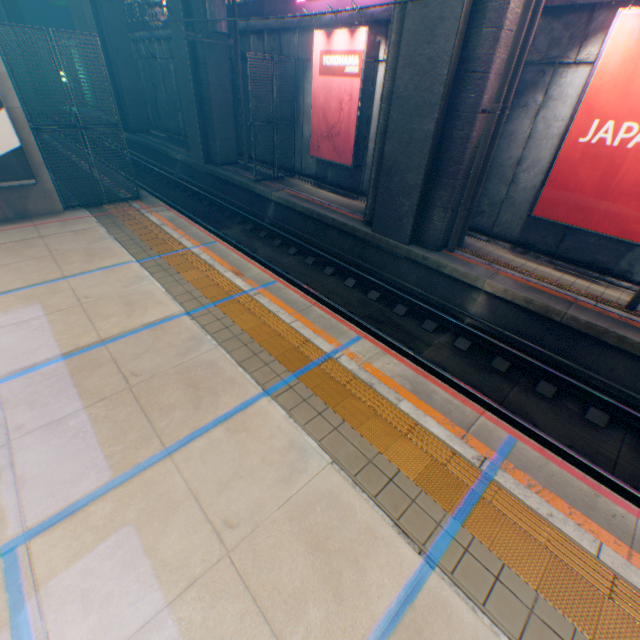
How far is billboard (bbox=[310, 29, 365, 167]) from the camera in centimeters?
1155cm

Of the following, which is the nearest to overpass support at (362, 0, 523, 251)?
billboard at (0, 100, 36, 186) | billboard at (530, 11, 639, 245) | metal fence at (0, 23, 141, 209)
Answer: metal fence at (0, 23, 141, 209)

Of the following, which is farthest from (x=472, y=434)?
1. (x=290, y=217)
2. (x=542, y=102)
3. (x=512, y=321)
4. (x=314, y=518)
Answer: (x=290, y=217)

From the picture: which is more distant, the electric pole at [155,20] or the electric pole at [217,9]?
the electric pole at [217,9]

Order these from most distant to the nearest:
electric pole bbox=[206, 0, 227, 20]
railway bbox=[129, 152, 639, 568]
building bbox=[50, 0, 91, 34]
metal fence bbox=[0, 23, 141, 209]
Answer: building bbox=[50, 0, 91, 34]
electric pole bbox=[206, 0, 227, 20]
metal fence bbox=[0, 23, 141, 209]
railway bbox=[129, 152, 639, 568]

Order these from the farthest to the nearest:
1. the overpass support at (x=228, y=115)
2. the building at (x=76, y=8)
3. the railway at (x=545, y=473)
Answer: the building at (x=76, y=8) → the overpass support at (x=228, y=115) → the railway at (x=545, y=473)

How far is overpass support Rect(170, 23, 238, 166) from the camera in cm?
1551

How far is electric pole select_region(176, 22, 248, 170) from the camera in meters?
13.4 m
